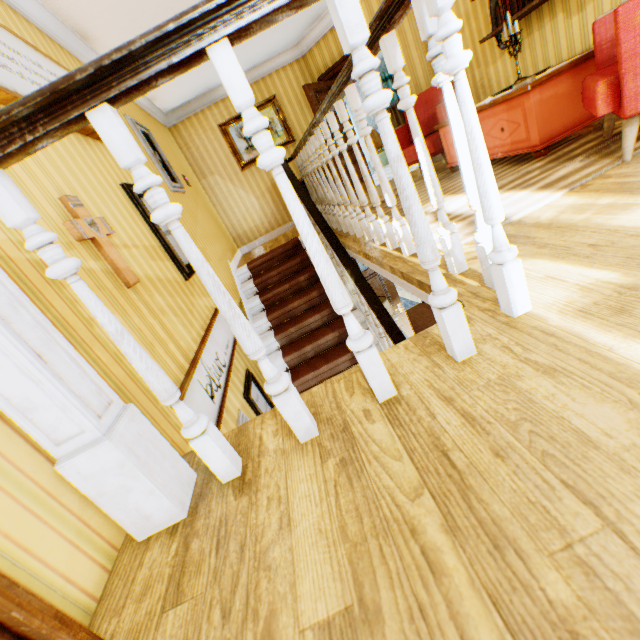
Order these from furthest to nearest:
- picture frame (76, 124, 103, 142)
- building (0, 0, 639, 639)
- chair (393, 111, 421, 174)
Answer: chair (393, 111, 421, 174) < picture frame (76, 124, 103, 142) < building (0, 0, 639, 639)

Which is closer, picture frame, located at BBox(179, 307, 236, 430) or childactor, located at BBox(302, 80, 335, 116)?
picture frame, located at BBox(179, 307, 236, 430)

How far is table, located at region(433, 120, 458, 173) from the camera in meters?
4.1 m

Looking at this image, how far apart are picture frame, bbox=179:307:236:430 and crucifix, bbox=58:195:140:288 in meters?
0.7 m

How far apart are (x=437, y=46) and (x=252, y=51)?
6.4 meters

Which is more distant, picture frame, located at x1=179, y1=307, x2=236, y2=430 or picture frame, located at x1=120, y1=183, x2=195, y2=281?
picture frame, located at x1=120, y1=183, x2=195, y2=281

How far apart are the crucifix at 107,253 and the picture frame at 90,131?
0.5m

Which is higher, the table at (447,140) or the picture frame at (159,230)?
the picture frame at (159,230)
